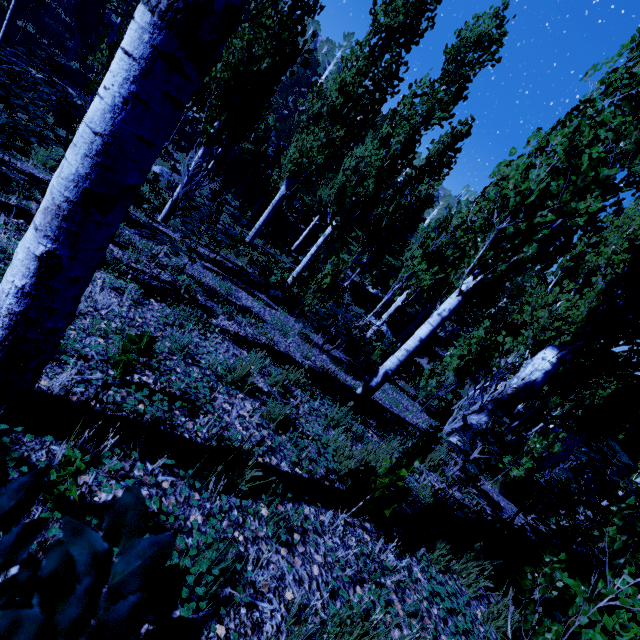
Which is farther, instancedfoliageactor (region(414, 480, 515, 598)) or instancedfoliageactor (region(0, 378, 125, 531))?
instancedfoliageactor (region(414, 480, 515, 598))

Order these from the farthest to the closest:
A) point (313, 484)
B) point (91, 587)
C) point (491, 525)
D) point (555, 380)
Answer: point (555, 380) → point (491, 525) → point (313, 484) → point (91, 587)

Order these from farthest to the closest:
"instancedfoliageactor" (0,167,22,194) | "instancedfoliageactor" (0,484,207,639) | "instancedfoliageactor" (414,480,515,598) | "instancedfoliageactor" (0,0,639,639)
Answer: "instancedfoliageactor" (0,167,22,194) < "instancedfoliageactor" (414,480,515,598) < "instancedfoliageactor" (0,0,639,639) < "instancedfoliageactor" (0,484,207,639)

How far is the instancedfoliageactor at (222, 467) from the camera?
1.97m

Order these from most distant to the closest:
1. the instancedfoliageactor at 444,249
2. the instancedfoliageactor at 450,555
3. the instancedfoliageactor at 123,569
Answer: the instancedfoliageactor at 450,555
the instancedfoliageactor at 444,249
the instancedfoliageactor at 123,569

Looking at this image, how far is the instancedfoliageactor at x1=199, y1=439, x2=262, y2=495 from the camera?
2.0 meters
